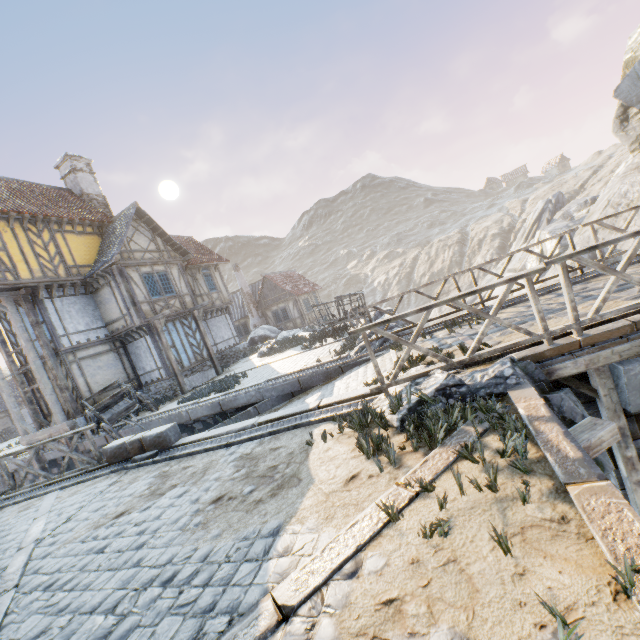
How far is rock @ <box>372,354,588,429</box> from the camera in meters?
4.2 m

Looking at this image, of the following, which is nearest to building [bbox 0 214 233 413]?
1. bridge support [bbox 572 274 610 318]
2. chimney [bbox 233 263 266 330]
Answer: chimney [bbox 233 263 266 330]

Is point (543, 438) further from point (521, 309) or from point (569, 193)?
point (569, 193)

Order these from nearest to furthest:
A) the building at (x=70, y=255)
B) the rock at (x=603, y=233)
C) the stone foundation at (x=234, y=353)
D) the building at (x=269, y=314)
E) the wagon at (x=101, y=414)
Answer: the wagon at (x=101, y=414), the building at (x=70, y=255), the stone foundation at (x=234, y=353), the rock at (x=603, y=233), the building at (x=269, y=314)

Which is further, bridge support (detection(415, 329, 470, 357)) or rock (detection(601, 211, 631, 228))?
rock (detection(601, 211, 631, 228))

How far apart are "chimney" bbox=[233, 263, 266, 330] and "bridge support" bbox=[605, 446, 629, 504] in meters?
27.7

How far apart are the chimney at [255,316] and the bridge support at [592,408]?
27.69m
